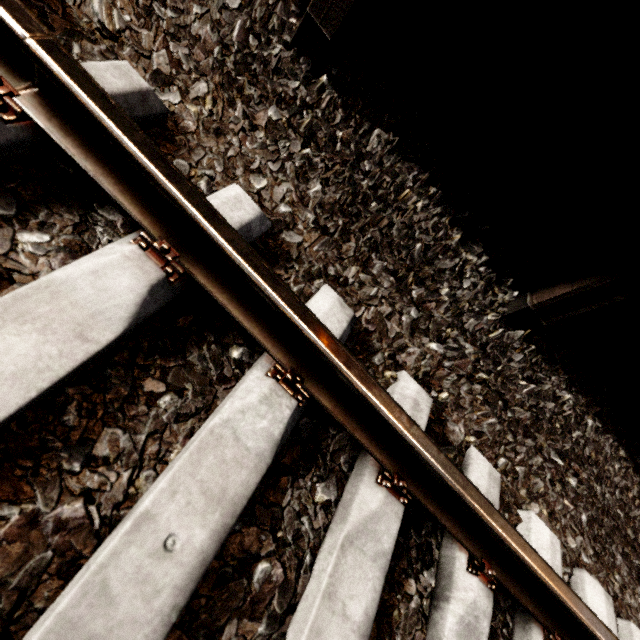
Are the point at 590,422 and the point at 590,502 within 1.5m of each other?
yes

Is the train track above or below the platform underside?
below

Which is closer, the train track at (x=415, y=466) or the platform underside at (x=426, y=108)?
the train track at (x=415, y=466)

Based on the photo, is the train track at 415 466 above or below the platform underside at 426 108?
below

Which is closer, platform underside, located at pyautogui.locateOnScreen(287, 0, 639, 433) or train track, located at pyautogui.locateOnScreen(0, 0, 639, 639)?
train track, located at pyautogui.locateOnScreen(0, 0, 639, 639)
